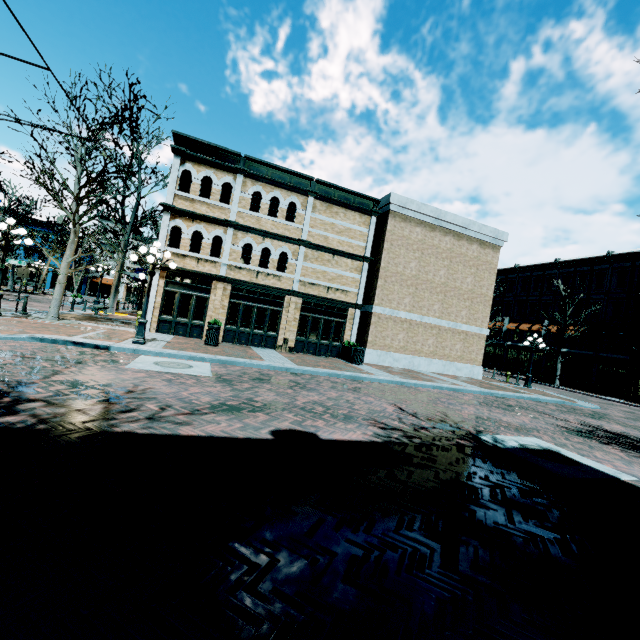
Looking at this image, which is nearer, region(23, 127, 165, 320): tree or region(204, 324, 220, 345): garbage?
region(23, 127, 165, 320): tree

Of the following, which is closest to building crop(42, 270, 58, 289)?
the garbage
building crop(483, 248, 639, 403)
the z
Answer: building crop(483, 248, 639, 403)

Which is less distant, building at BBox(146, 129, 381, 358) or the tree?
the tree

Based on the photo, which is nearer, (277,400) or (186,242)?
(277,400)

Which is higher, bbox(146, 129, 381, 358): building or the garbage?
bbox(146, 129, 381, 358): building

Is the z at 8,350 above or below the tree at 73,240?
below

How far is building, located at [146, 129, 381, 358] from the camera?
15.89m

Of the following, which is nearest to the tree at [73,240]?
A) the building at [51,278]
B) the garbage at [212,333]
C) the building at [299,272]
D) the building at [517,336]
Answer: the building at [299,272]
